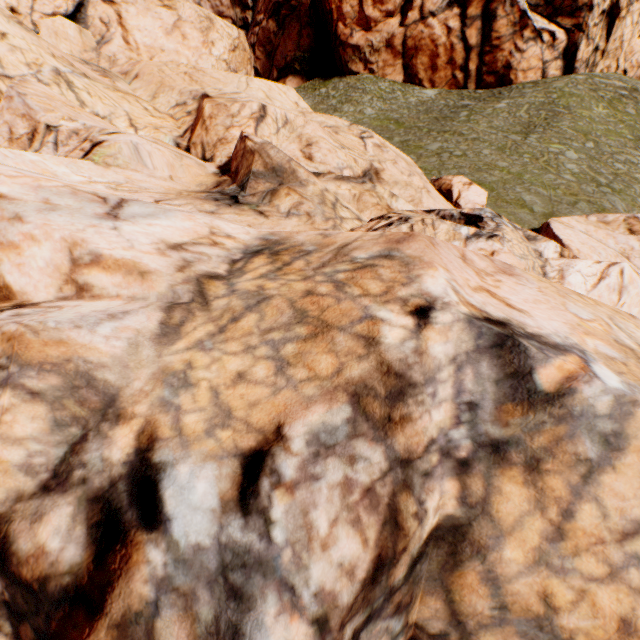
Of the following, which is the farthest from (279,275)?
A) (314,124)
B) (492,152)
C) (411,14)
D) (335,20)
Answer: (335,20)
